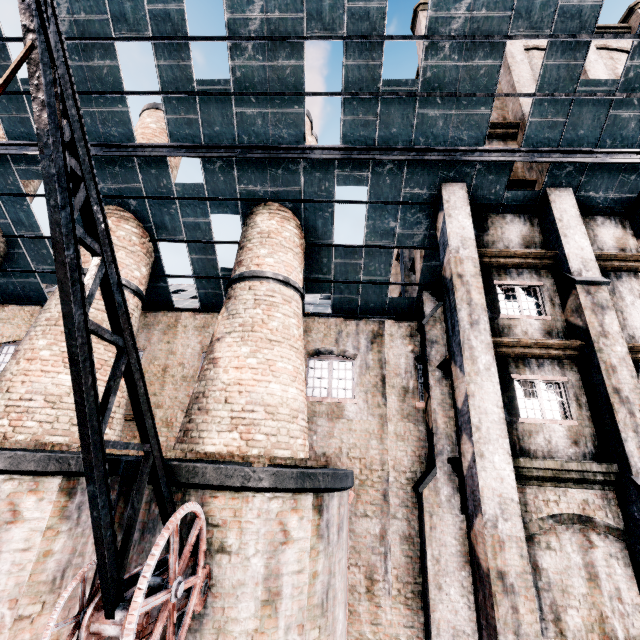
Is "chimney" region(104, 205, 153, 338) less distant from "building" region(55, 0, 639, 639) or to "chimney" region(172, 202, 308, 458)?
"building" region(55, 0, 639, 639)

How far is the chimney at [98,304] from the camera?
10.6m

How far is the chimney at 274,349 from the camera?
8.2m

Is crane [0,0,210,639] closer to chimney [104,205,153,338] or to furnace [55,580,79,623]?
furnace [55,580,79,623]

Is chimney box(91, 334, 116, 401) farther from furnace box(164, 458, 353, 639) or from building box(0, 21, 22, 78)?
furnace box(164, 458, 353, 639)

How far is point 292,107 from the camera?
10.42m

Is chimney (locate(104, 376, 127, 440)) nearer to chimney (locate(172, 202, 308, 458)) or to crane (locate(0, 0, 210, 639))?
chimney (locate(172, 202, 308, 458))

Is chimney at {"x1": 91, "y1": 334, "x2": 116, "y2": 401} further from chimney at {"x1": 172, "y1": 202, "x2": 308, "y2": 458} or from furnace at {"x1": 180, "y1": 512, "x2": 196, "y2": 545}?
chimney at {"x1": 172, "y1": 202, "x2": 308, "y2": 458}
